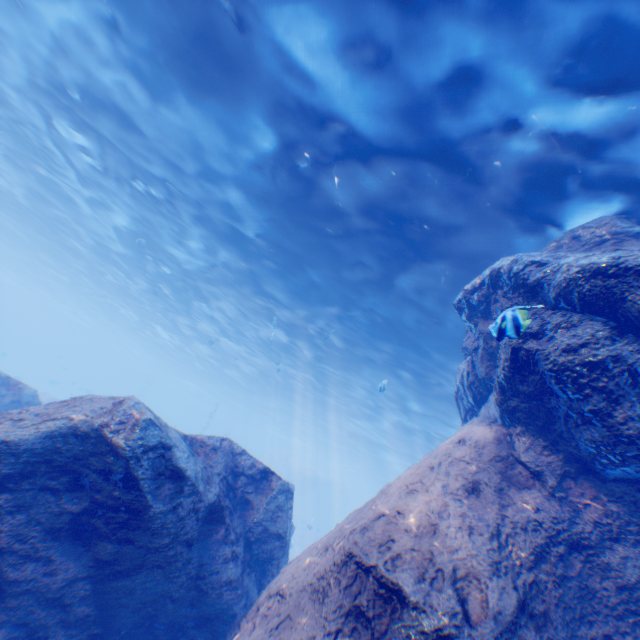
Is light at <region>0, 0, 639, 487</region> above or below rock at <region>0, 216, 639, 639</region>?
above

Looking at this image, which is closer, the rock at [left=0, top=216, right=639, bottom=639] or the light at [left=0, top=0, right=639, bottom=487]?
the rock at [left=0, top=216, right=639, bottom=639]

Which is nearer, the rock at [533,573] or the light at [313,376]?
the rock at [533,573]

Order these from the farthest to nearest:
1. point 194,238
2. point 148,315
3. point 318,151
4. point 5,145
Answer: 1. point 148,315
2. point 5,145
3. point 194,238
4. point 318,151

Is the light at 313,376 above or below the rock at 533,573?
above
